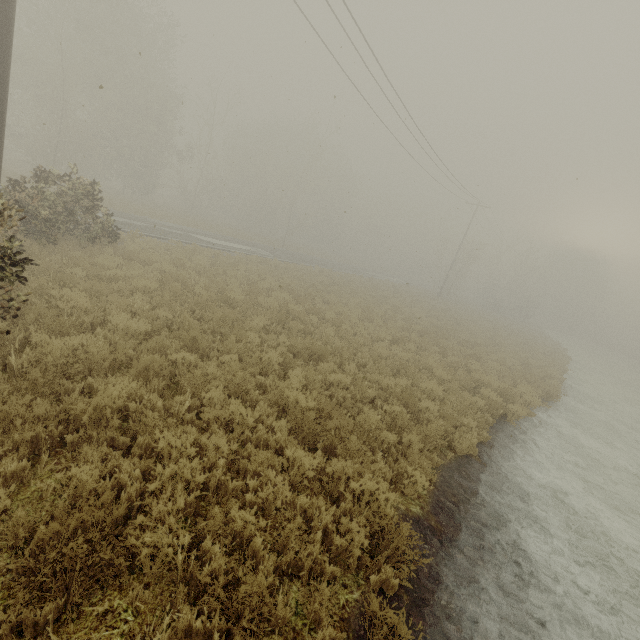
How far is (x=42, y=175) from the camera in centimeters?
1055cm
